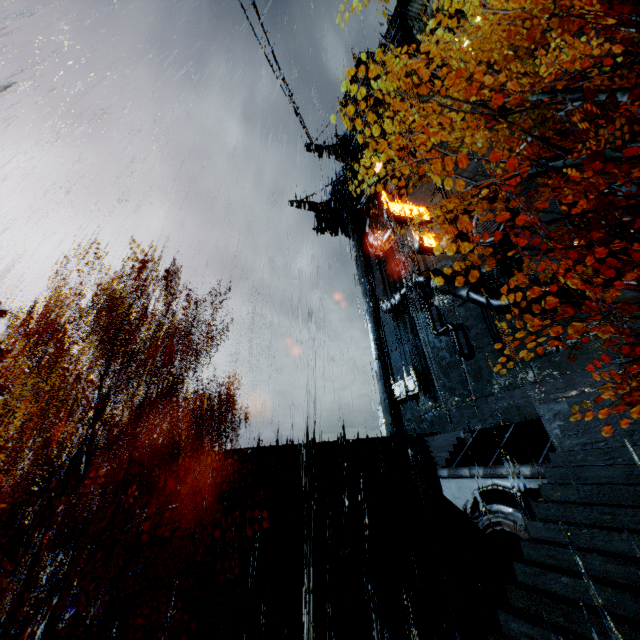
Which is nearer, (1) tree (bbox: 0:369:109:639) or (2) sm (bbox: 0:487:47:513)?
(1) tree (bbox: 0:369:109:639)

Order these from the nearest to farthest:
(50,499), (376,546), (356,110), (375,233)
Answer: (50,499) < (376,546) < (375,233) < (356,110)

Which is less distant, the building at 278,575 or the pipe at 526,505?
the pipe at 526,505

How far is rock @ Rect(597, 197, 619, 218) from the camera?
25.72m

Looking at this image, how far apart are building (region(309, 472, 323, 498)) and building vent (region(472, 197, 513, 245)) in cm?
1730

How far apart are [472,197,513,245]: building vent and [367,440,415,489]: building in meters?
13.3 m

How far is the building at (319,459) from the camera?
17.98m

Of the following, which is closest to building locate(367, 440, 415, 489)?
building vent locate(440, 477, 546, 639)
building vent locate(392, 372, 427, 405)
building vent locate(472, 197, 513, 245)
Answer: building vent locate(440, 477, 546, 639)
